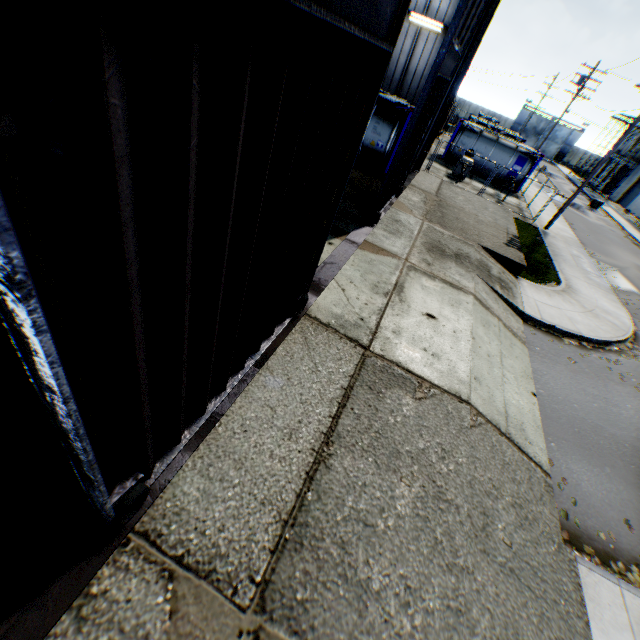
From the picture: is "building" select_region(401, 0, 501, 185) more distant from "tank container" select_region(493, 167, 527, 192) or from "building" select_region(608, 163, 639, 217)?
"building" select_region(608, 163, 639, 217)

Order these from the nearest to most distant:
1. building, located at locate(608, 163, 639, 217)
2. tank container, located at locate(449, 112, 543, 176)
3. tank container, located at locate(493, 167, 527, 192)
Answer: tank container, located at locate(449, 112, 543, 176)
tank container, located at locate(493, 167, 527, 192)
building, located at locate(608, 163, 639, 217)

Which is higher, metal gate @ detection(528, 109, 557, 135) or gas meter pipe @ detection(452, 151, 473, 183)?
metal gate @ detection(528, 109, 557, 135)

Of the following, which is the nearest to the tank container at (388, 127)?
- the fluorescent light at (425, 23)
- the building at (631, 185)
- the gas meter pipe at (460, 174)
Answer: the fluorescent light at (425, 23)

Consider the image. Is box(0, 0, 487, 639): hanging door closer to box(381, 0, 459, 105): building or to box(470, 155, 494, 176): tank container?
box(381, 0, 459, 105): building

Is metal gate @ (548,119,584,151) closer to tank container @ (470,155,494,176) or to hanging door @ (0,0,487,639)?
tank container @ (470,155,494,176)

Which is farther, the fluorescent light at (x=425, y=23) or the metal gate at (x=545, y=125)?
the metal gate at (x=545, y=125)

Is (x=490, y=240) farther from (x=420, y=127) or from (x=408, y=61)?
(x=408, y=61)
